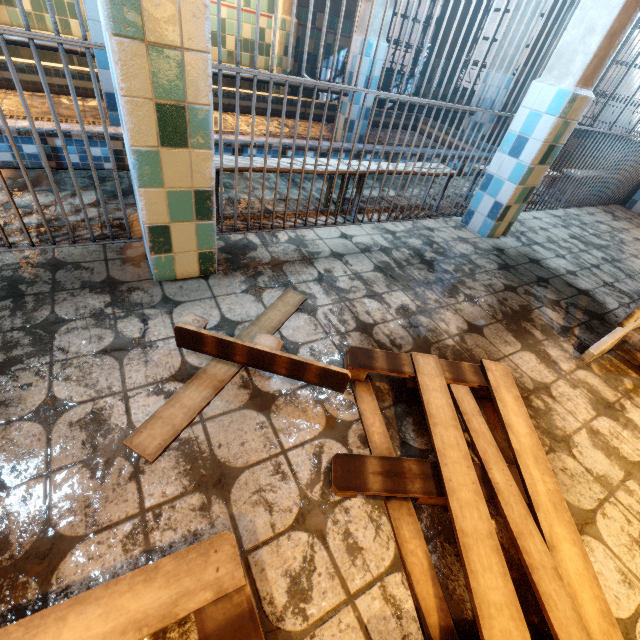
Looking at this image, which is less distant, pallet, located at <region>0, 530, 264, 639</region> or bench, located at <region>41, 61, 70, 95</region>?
pallet, located at <region>0, 530, 264, 639</region>

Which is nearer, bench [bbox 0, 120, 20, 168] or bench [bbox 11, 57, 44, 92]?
bench [bbox 0, 120, 20, 168]

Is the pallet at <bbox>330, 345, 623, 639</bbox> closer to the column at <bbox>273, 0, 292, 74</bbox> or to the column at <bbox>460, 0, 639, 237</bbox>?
the column at <bbox>460, 0, 639, 237</bbox>

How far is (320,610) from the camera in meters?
0.9

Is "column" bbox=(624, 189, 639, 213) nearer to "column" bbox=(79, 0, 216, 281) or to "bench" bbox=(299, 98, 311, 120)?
"bench" bbox=(299, 98, 311, 120)

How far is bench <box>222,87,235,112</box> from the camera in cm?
493

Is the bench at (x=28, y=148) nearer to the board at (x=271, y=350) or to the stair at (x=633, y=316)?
the board at (x=271, y=350)

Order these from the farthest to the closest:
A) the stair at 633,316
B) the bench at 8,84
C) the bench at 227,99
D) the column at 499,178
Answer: the bench at 227,99 → the bench at 8,84 → the column at 499,178 → the stair at 633,316
